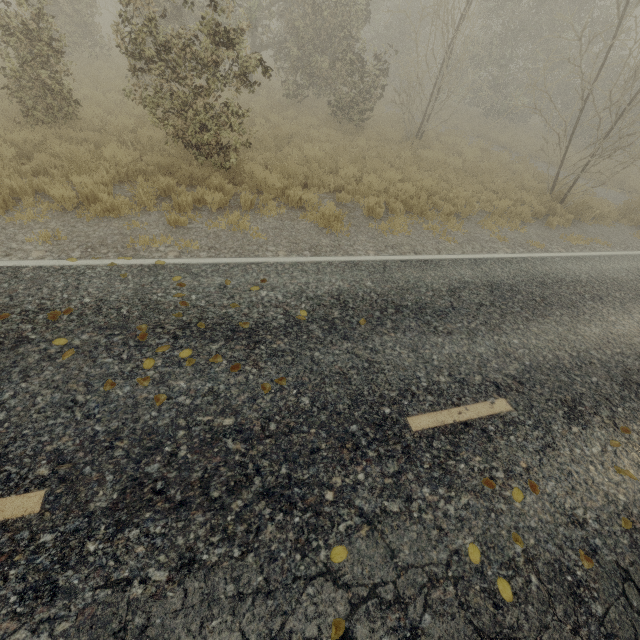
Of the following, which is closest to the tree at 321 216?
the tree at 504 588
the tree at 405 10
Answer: the tree at 405 10

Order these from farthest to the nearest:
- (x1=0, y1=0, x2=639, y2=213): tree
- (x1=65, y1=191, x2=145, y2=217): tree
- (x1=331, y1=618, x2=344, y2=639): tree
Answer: (x1=0, y1=0, x2=639, y2=213): tree
(x1=65, y1=191, x2=145, y2=217): tree
(x1=331, y1=618, x2=344, y2=639): tree

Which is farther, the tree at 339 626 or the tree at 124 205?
the tree at 124 205

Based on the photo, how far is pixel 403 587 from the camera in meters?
2.6 m

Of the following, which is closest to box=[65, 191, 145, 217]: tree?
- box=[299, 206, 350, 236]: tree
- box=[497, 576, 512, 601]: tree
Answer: box=[299, 206, 350, 236]: tree

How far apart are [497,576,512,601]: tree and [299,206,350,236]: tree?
6.75m

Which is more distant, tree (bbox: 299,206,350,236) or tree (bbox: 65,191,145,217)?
tree (bbox: 299,206,350,236)

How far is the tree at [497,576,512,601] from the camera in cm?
267
